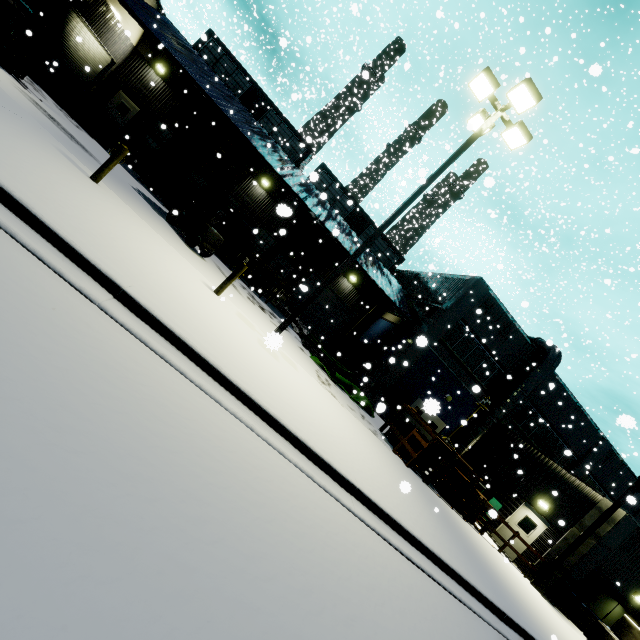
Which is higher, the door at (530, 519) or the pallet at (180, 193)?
the door at (530, 519)

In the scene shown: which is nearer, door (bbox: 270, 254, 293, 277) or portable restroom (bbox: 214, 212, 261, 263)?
portable restroom (bbox: 214, 212, 261, 263)

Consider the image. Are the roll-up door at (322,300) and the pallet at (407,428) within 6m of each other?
no

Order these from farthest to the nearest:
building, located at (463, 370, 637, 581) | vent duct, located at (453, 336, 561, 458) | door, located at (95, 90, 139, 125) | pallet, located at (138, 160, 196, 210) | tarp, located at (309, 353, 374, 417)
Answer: door, located at (95, 90, 139, 125), vent duct, located at (453, 336, 561, 458), pallet, located at (138, 160, 196, 210), tarp, located at (309, 353, 374, 417), building, located at (463, 370, 637, 581)

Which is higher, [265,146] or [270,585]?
[265,146]

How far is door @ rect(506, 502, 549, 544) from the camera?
15.2 meters

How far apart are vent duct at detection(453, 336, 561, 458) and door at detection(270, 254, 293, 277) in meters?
4.7

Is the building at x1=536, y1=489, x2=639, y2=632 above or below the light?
below
